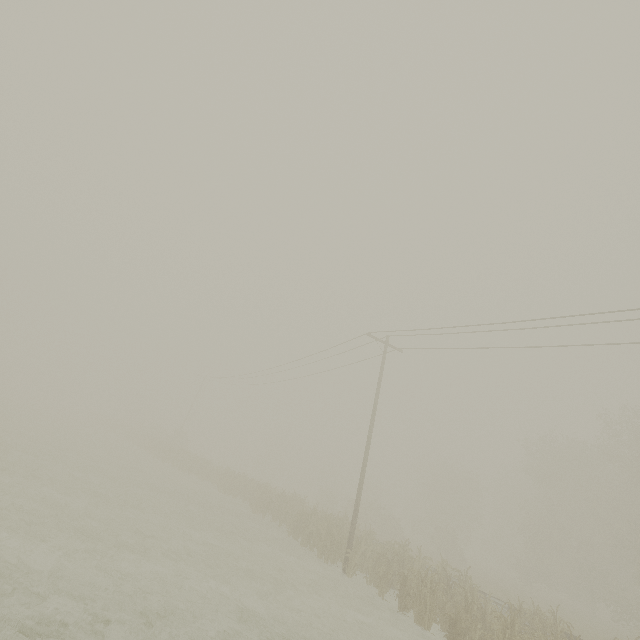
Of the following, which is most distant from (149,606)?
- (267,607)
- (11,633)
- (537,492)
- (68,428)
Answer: (537,492)
